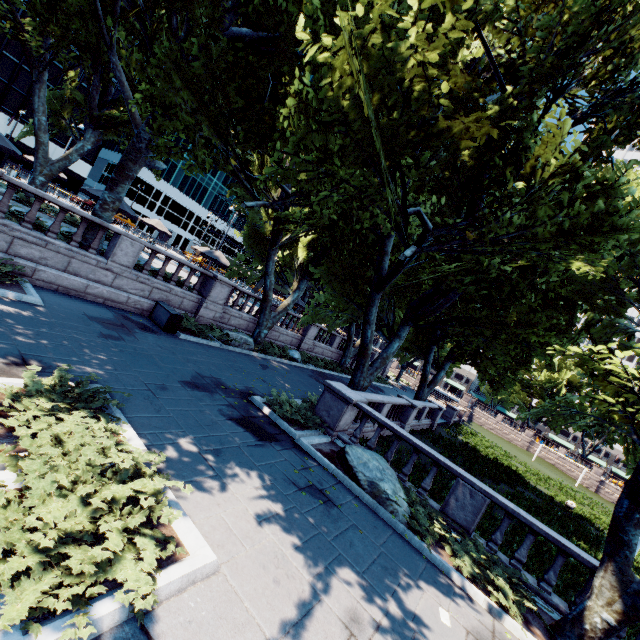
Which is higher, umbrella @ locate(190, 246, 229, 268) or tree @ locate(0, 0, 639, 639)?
tree @ locate(0, 0, 639, 639)

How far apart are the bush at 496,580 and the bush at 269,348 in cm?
1424

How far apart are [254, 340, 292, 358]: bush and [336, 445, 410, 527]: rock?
10.75m

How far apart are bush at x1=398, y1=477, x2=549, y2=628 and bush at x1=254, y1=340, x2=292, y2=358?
14.2 meters

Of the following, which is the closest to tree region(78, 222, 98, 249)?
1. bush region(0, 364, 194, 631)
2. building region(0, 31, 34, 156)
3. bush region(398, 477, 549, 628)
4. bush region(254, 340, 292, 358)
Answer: bush region(254, 340, 292, 358)

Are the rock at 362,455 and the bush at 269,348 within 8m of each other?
no

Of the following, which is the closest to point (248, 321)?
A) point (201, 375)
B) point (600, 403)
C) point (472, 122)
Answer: point (201, 375)

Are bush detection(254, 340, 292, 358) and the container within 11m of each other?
yes
